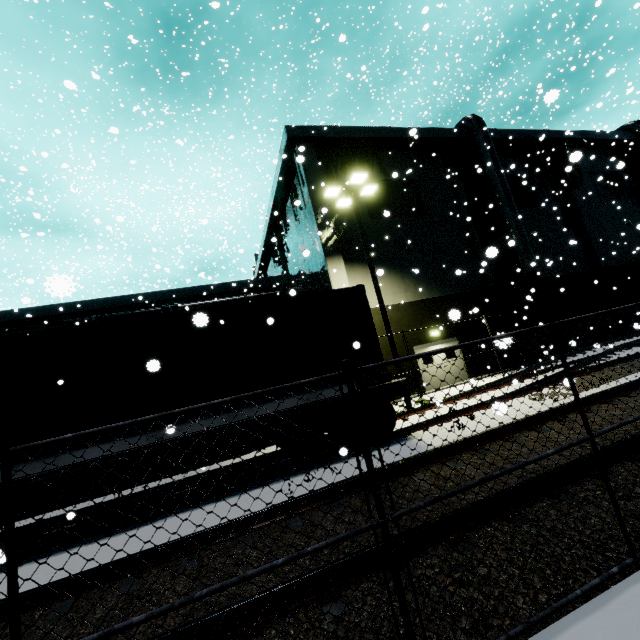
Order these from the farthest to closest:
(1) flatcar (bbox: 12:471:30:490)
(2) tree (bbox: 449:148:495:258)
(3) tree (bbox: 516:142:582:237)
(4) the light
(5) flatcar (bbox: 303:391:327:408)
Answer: (3) tree (bbox: 516:142:582:237)
(2) tree (bbox: 449:148:495:258)
(4) the light
(5) flatcar (bbox: 303:391:327:408)
(1) flatcar (bbox: 12:471:30:490)

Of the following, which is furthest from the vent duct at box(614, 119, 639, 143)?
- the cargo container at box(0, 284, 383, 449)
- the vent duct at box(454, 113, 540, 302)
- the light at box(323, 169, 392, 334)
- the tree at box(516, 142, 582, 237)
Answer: the cargo container at box(0, 284, 383, 449)

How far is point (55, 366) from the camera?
6.4 meters

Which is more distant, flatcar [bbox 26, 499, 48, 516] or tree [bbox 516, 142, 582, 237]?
tree [bbox 516, 142, 582, 237]

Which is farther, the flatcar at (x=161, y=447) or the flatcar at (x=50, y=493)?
the flatcar at (x=161, y=447)

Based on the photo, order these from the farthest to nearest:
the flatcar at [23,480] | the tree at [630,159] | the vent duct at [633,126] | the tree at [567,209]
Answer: the tree at [630,159]
the vent duct at [633,126]
the tree at [567,209]
the flatcar at [23,480]

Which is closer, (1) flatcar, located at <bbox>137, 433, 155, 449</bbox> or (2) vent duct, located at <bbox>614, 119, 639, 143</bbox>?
(1) flatcar, located at <bbox>137, 433, 155, 449</bbox>

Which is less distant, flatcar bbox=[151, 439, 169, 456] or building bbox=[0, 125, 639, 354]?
flatcar bbox=[151, 439, 169, 456]
